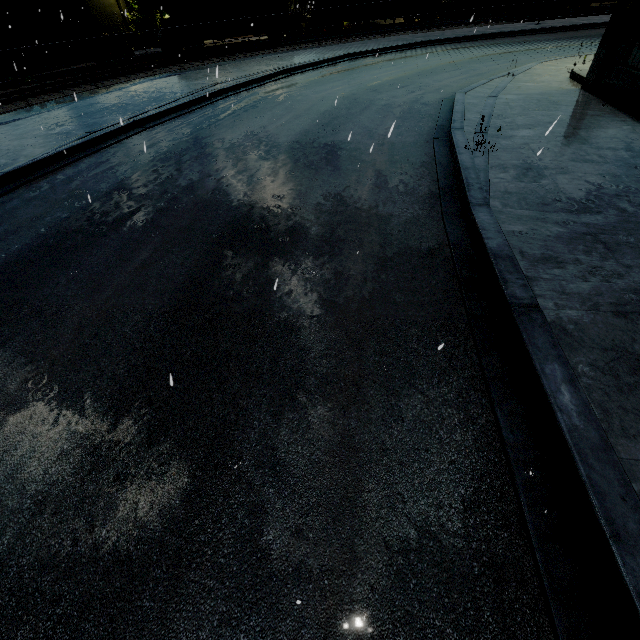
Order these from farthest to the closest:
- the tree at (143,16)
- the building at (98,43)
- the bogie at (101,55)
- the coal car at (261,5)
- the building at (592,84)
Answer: the tree at (143,16)
the building at (98,43)
the bogie at (101,55)
the coal car at (261,5)
the building at (592,84)

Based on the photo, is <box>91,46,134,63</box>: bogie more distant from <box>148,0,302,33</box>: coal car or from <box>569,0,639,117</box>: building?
<box>569,0,639,117</box>: building

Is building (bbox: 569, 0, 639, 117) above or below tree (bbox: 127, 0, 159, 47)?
below

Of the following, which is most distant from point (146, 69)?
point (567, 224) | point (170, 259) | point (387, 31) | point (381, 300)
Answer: point (567, 224)

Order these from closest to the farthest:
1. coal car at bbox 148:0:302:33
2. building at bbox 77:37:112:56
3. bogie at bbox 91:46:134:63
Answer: coal car at bbox 148:0:302:33
bogie at bbox 91:46:134:63
building at bbox 77:37:112:56

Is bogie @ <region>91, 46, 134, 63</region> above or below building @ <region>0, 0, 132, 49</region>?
below

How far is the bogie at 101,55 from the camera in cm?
2578

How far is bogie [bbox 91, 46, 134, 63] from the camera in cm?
→ 2578
